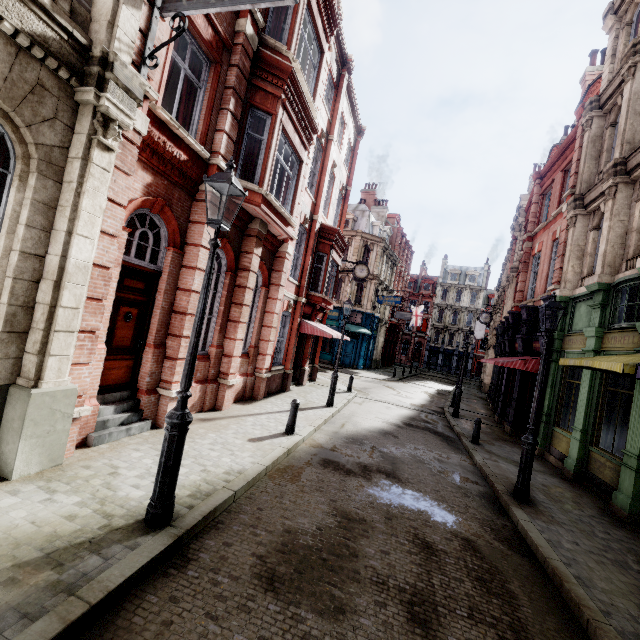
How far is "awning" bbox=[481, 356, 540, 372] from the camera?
13.23m

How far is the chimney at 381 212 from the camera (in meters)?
41.12

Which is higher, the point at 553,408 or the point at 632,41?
the point at 632,41

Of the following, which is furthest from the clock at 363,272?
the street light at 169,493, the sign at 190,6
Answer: the street light at 169,493

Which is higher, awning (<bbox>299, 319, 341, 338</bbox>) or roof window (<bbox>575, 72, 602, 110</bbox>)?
roof window (<bbox>575, 72, 602, 110</bbox>)

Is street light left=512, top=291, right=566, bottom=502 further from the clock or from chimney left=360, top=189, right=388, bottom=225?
chimney left=360, top=189, right=388, bottom=225

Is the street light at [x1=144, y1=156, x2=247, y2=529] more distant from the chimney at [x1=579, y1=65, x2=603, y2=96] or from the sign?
the chimney at [x1=579, y1=65, x2=603, y2=96]

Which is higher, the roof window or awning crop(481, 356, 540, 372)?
the roof window
